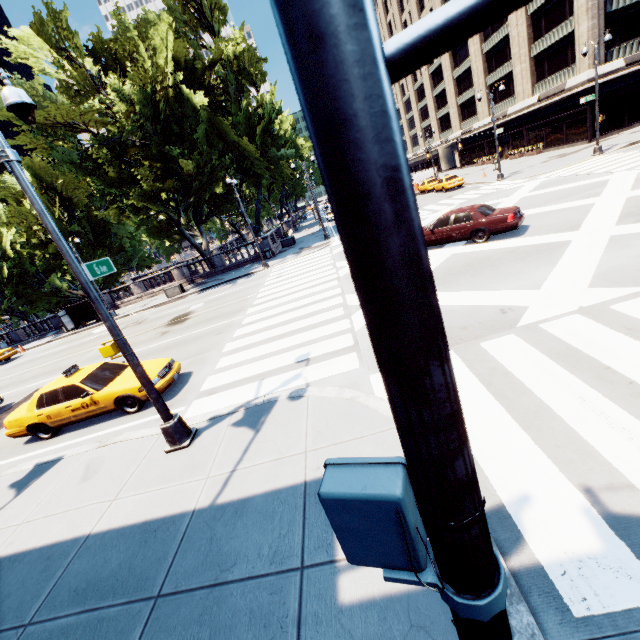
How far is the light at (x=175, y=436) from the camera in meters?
6.3

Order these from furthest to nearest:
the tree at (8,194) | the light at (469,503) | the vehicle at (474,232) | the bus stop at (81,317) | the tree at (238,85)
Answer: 1. the tree at (8,194)
2. the bus stop at (81,317)
3. the tree at (238,85)
4. the vehicle at (474,232)
5. the light at (469,503)

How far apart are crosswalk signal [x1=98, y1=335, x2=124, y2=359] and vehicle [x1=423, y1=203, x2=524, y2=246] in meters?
12.8 m

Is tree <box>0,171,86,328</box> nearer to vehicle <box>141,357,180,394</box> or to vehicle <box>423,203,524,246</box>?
vehicle <box>141,357,180,394</box>

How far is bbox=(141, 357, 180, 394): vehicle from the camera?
9.4 meters

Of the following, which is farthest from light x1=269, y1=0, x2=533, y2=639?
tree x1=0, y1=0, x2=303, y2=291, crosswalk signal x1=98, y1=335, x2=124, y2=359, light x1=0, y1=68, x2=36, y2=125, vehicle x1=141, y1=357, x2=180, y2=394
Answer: tree x1=0, y1=0, x2=303, y2=291

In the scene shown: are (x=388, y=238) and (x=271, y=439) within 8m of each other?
yes

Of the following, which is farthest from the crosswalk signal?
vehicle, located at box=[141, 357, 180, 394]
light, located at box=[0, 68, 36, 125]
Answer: vehicle, located at box=[141, 357, 180, 394]
